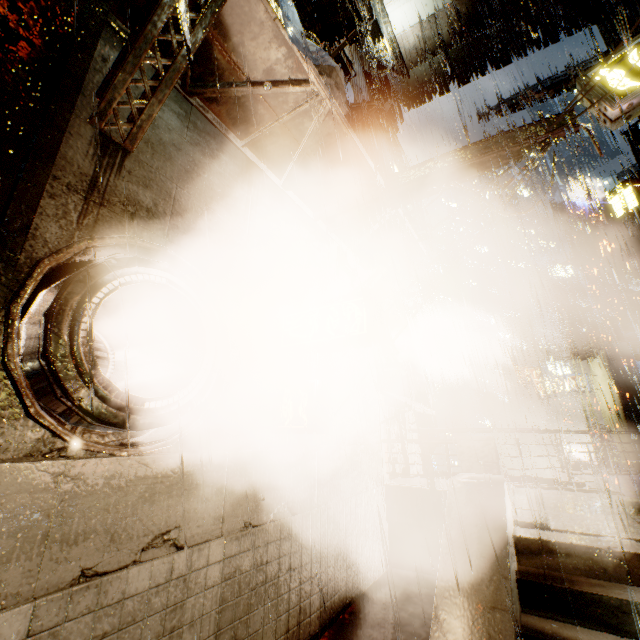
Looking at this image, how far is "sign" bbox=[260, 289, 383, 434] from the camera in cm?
496

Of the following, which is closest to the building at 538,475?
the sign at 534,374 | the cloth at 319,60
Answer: the cloth at 319,60

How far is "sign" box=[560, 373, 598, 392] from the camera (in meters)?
21.50

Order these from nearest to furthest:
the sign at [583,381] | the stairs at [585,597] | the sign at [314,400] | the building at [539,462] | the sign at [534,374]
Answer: the stairs at [585,597], the sign at [314,400], the sign at [583,381], the sign at [534,374], the building at [539,462]

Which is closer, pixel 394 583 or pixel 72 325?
pixel 72 325

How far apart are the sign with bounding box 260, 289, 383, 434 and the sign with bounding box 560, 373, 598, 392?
22.94m

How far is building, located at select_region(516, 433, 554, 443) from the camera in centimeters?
5578cm
